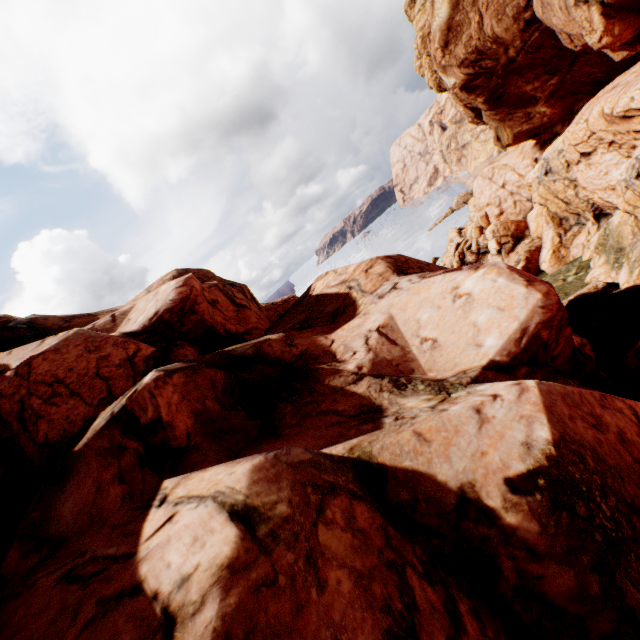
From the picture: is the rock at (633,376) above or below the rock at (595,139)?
below

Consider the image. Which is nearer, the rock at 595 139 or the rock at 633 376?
the rock at 595 139

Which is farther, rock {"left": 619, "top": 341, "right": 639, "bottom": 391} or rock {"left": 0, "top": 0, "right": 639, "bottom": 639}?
rock {"left": 619, "top": 341, "right": 639, "bottom": 391}

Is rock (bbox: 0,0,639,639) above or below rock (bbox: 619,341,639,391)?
above

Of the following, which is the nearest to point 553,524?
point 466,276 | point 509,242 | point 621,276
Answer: point 466,276
